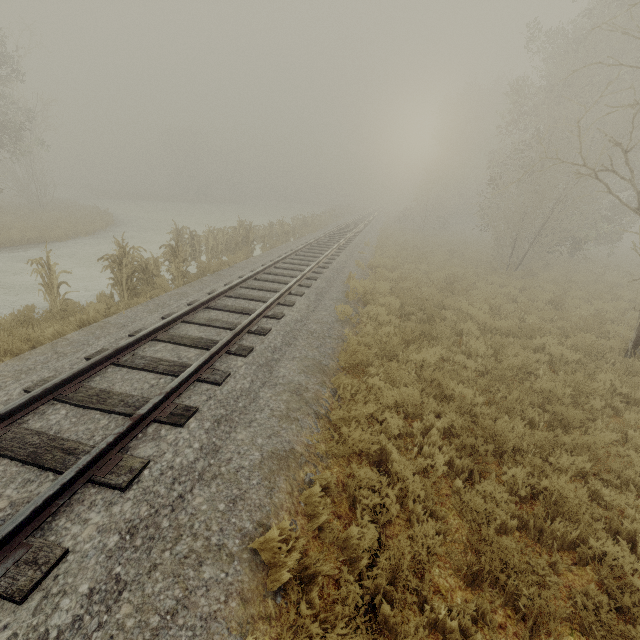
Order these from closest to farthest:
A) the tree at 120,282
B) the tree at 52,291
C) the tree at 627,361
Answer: the tree at 627,361
the tree at 52,291
the tree at 120,282

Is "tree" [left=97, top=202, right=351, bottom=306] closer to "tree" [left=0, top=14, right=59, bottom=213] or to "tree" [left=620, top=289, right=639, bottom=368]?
"tree" [left=620, top=289, right=639, bottom=368]

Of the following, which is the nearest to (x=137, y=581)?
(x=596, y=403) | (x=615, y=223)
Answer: (x=596, y=403)

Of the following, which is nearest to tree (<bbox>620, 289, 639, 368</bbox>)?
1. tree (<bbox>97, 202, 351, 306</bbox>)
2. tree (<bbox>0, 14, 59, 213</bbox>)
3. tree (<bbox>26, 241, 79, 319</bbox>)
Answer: tree (<bbox>26, 241, 79, 319</bbox>)

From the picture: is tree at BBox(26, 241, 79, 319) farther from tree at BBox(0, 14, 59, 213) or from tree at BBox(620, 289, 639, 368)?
tree at BBox(0, 14, 59, 213)

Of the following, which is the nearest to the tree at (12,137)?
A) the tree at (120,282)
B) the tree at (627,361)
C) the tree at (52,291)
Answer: the tree at (120,282)

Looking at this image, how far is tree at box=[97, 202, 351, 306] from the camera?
9.4 meters

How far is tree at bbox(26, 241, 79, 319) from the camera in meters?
7.9
